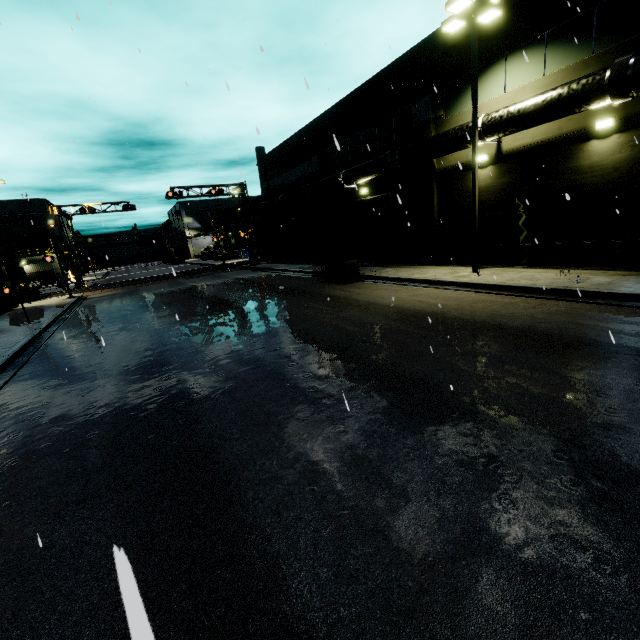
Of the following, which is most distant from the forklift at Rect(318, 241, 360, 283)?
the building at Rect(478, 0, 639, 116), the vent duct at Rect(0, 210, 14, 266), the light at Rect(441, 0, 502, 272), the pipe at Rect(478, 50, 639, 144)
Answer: the vent duct at Rect(0, 210, 14, 266)

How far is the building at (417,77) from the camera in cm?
1494

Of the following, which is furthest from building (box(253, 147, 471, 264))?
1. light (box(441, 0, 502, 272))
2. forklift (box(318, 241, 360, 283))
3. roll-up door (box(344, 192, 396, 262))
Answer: forklift (box(318, 241, 360, 283))

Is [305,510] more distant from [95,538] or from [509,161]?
[509,161]

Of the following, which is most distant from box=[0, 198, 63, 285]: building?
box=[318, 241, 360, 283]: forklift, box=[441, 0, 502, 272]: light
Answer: box=[318, 241, 360, 283]: forklift

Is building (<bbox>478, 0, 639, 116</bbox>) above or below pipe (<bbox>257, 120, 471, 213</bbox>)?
above

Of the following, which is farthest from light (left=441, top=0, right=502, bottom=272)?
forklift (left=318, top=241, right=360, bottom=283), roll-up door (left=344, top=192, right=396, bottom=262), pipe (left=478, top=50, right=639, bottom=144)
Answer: forklift (left=318, top=241, right=360, bottom=283)

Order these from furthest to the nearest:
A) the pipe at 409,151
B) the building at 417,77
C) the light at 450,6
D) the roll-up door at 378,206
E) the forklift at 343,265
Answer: the roll-up door at 378,206, the forklift at 343,265, the building at 417,77, the pipe at 409,151, the light at 450,6
